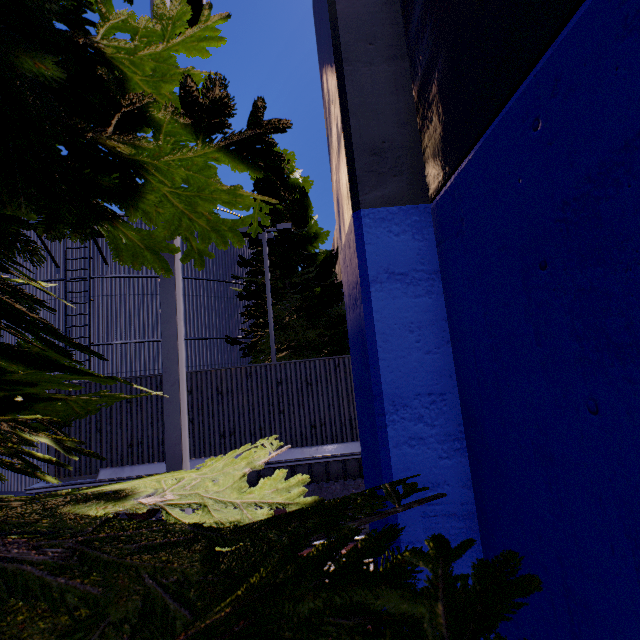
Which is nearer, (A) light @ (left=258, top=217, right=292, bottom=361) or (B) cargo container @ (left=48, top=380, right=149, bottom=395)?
(B) cargo container @ (left=48, top=380, right=149, bottom=395)

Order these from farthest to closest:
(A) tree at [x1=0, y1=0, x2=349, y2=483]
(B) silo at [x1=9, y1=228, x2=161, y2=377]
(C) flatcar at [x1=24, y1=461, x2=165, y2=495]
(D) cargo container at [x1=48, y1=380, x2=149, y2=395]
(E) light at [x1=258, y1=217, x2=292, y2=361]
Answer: (B) silo at [x1=9, y1=228, x2=161, y2=377] → (E) light at [x1=258, y1=217, x2=292, y2=361] → (D) cargo container at [x1=48, y1=380, x2=149, y2=395] → (C) flatcar at [x1=24, y1=461, x2=165, y2=495] → (A) tree at [x1=0, y1=0, x2=349, y2=483]

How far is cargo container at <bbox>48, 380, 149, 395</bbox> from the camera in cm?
893

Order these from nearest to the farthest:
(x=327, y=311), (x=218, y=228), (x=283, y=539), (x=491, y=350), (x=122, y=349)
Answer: (x=283, y=539)
(x=491, y=350)
(x=218, y=228)
(x=122, y=349)
(x=327, y=311)

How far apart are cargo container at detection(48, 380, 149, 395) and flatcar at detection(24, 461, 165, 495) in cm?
1

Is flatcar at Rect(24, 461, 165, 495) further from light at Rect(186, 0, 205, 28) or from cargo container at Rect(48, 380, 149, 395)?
light at Rect(186, 0, 205, 28)

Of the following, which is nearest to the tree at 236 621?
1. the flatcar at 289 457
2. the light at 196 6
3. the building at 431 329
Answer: the light at 196 6

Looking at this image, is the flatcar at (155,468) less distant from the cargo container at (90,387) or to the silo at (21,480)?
the cargo container at (90,387)
